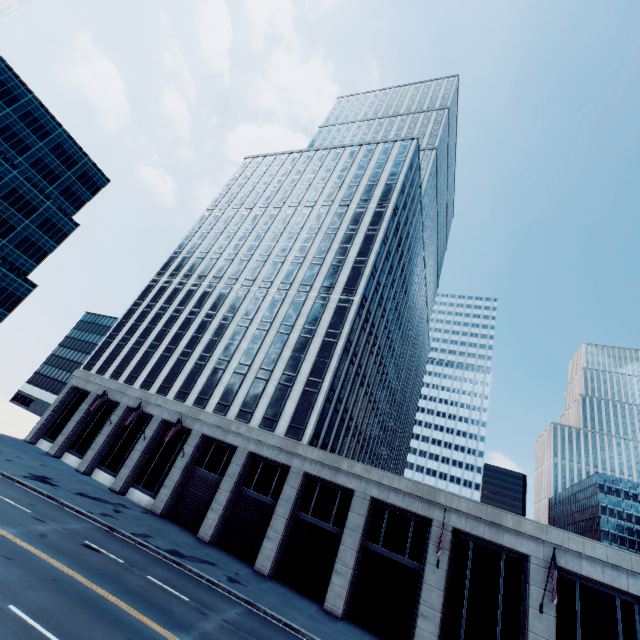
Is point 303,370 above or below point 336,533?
above
